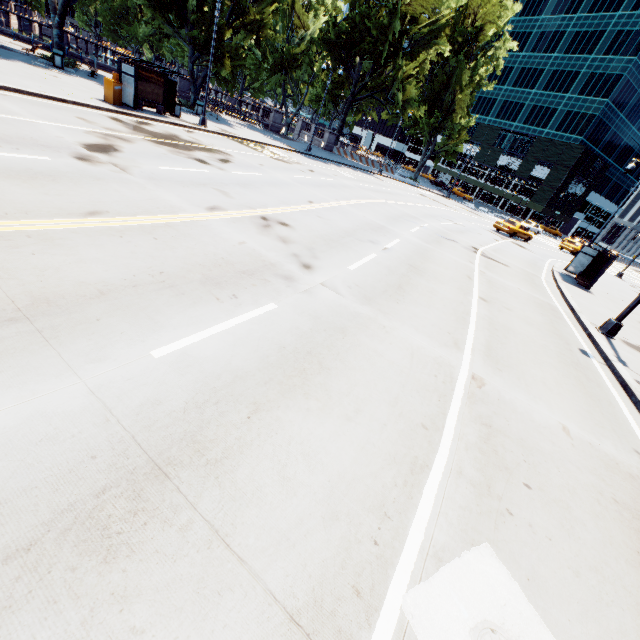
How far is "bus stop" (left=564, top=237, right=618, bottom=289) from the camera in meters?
18.7 m

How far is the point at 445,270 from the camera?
12.40m

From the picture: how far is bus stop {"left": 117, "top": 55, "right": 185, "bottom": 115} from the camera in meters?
16.7 m

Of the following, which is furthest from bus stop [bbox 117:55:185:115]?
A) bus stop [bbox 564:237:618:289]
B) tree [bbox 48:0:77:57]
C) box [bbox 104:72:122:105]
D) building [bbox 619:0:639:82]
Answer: building [bbox 619:0:639:82]

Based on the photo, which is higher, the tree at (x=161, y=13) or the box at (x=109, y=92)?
the tree at (x=161, y=13)

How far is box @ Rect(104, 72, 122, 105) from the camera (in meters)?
16.52

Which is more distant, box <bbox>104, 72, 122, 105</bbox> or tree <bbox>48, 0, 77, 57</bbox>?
tree <bbox>48, 0, 77, 57</bbox>

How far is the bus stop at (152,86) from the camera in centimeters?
1672cm
